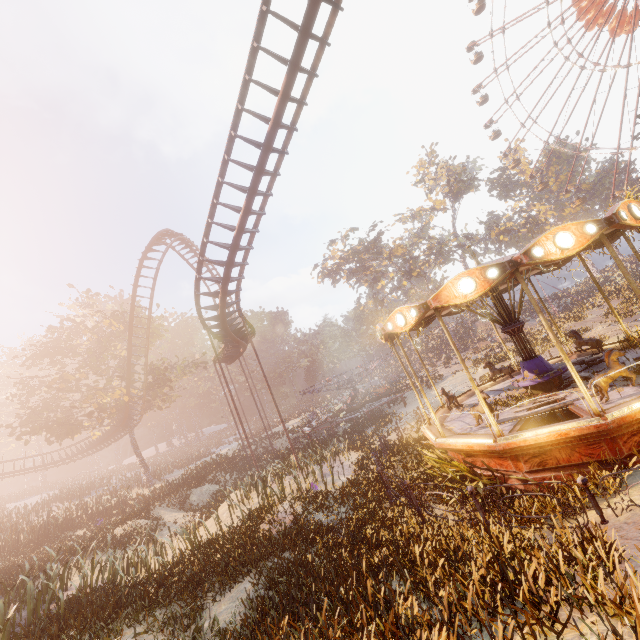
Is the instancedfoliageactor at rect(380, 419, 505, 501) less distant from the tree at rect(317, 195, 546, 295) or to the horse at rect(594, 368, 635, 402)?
the horse at rect(594, 368, 635, 402)

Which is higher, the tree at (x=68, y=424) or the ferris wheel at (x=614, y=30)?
the ferris wheel at (x=614, y=30)

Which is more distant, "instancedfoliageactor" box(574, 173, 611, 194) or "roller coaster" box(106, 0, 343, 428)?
"instancedfoliageactor" box(574, 173, 611, 194)

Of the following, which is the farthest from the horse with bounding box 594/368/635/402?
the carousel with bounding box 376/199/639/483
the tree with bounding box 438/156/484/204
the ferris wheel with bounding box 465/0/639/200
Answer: the tree with bounding box 438/156/484/204

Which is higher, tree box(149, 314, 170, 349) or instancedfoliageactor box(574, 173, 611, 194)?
instancedfoliageactor box(574, 173, 611, 194)

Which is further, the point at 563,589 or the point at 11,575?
the point at 11,575

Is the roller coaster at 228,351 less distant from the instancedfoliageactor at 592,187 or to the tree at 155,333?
the tree at 155,333

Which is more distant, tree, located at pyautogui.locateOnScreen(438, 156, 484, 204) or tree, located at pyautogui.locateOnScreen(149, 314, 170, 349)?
tree, located at pyautogui.locateOnScreen(438, 156, 484, 204)
